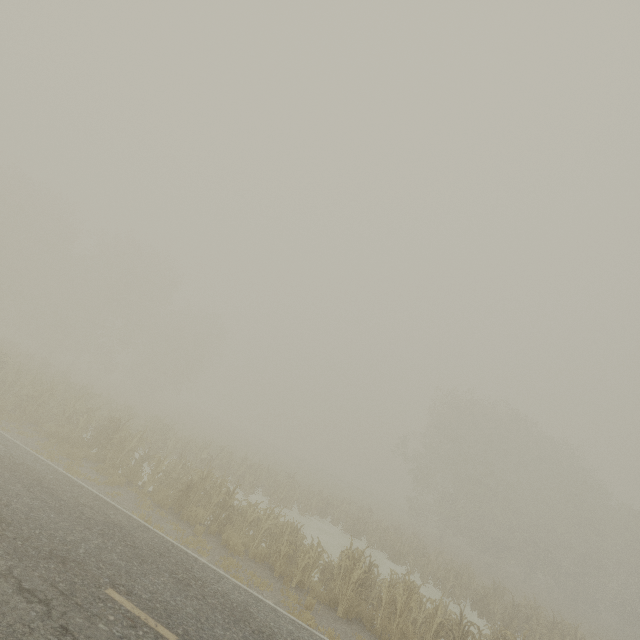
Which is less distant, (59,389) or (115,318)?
(59,389)
